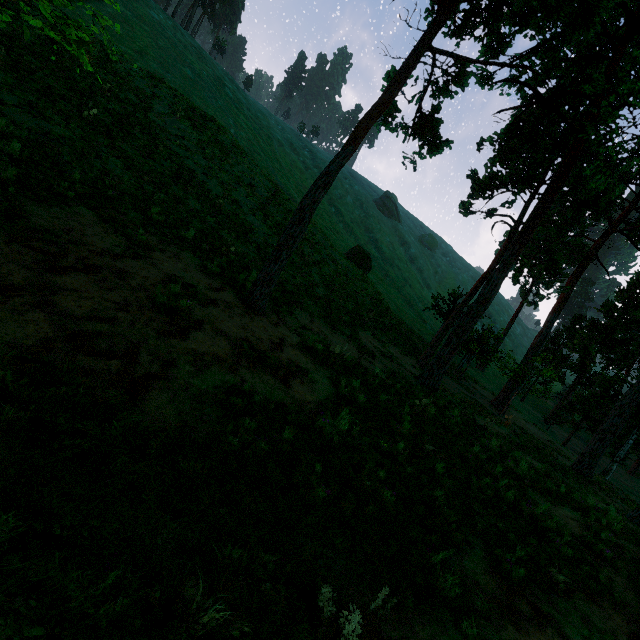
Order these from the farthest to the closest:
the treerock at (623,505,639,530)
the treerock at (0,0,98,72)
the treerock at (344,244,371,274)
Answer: the treerock at (344,244,371,274) < the treerock at (623,505,639,530) < the treerock at (0,0,98,72)

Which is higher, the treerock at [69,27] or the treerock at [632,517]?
the treerock at [69,27]

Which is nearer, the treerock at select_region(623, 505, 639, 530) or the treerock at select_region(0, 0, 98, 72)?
the treerock at select_region(0, 0, 98, 72)

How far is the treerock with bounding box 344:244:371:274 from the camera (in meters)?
40.06

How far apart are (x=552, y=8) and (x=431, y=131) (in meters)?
7.67

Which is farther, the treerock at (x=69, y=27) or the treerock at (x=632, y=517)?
the treerock at (x=632, y=517)

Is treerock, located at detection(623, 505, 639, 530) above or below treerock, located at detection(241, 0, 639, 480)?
below
